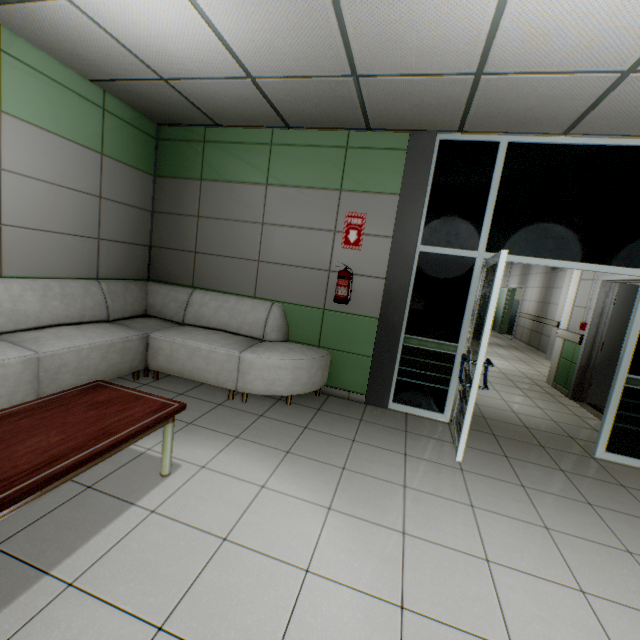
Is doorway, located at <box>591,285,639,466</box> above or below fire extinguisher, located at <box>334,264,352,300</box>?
below

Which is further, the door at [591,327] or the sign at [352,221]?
the door at [591,327]

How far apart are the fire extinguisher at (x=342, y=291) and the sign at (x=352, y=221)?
0.2m

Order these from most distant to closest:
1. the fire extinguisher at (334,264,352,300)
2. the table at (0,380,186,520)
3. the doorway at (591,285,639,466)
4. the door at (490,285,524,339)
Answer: the door at (490,285,524,339), the fire extinguisher at (334,264,352,300), the doorway at (591,285,639,466), the table at (0,380,186,520)

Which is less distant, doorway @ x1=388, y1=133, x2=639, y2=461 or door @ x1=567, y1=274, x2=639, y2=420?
doorway @ x1=388, y1=133, x2=639, y2=461

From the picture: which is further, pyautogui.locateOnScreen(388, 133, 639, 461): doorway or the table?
pyautogui.locateOnScreen(388, 133, 639, 461): doorway

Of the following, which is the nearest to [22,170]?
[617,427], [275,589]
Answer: [275,589]

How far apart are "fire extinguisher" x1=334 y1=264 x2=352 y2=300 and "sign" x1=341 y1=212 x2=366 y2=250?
0.2 meters
